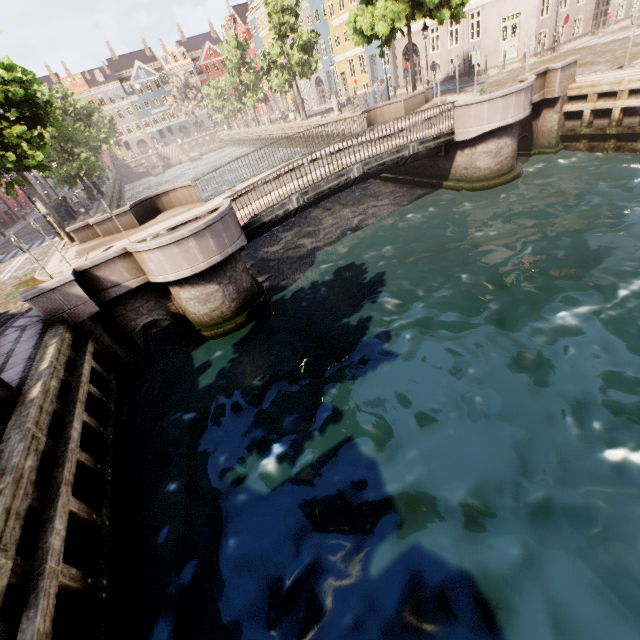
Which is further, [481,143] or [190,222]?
[190,222]

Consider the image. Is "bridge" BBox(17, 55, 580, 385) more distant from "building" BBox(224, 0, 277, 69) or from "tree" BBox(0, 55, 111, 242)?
"building" BBox(224, 0, 277, 69)

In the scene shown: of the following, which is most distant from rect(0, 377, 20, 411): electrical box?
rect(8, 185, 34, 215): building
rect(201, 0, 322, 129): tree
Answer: rect(8, 185, 34, 215): building

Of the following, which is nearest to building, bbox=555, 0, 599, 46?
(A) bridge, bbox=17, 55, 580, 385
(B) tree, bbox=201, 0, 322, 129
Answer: (B) tree, bbox=201, 0, 322, 129

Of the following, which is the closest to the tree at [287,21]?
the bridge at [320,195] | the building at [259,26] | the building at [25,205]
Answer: the bridge at [320,195]

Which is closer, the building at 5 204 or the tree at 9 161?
the tree at 9 161

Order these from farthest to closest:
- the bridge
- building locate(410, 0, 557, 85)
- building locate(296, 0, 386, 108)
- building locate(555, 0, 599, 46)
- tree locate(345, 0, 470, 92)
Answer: building locate(296, 0, 386, 108) → building locate(555, 0, 599, 46) → building locate(410, 0, 557, 85) → tree locate(345, 0, 470, 92) → the bridge
